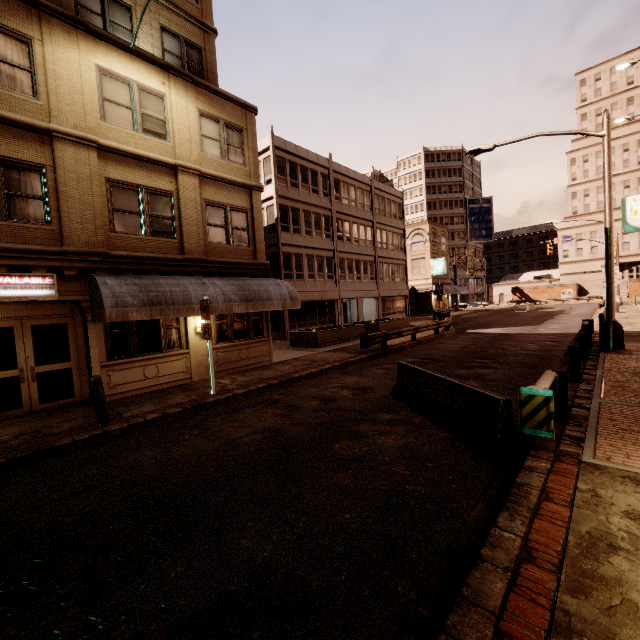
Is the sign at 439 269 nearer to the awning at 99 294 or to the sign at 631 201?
the sign at 631 201

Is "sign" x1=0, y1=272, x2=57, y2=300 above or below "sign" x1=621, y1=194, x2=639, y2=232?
below

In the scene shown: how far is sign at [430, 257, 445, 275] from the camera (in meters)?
44.12

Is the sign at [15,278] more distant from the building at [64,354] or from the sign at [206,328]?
the sign at [206,328]

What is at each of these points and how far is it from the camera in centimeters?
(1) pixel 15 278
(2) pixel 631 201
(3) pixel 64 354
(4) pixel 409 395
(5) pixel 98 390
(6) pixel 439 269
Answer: (1) sign, 862cm
(2) sign, 1631cm
(3) building, 983cm
(4) barrier, 827cm
(5) bollard, 784cm
(6) sign, 4456cm

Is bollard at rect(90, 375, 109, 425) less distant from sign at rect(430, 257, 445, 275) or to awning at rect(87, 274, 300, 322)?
awning at rect(87, 274, 300, 322)

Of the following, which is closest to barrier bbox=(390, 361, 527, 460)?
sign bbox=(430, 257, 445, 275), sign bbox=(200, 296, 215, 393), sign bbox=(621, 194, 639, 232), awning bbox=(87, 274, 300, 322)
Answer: sign bbox=(200, 296, 215, 393)

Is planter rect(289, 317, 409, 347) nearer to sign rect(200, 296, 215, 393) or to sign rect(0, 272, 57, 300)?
sign rect(200, 296, 215, 393)
